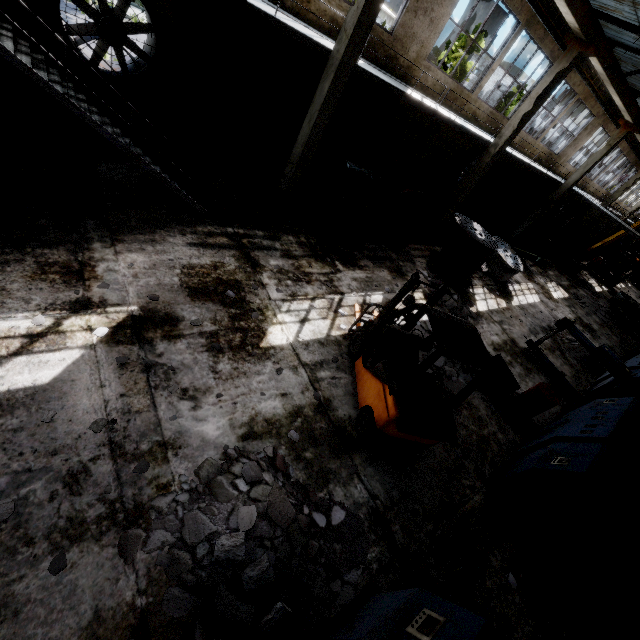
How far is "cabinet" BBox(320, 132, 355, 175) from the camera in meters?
12.7

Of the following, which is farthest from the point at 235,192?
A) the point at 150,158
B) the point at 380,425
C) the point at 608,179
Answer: the point at 608,179

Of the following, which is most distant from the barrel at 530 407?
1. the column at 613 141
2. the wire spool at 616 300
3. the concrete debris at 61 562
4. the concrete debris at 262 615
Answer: the wire spool at 616 300

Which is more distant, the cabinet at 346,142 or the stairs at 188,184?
the cabinet at 346,142

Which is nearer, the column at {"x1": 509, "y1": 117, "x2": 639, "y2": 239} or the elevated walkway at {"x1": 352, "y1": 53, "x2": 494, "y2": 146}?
the elevated walkway at {"x1": 352, "y1": 53, "x2": 494, "y2": 146}

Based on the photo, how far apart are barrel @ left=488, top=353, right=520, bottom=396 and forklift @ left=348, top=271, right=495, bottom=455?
2.79m

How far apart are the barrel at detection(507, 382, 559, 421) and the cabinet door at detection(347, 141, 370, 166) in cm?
1026

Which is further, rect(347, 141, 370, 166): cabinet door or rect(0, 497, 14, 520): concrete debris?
rect(347, 141, 370, 166): cabinet door
